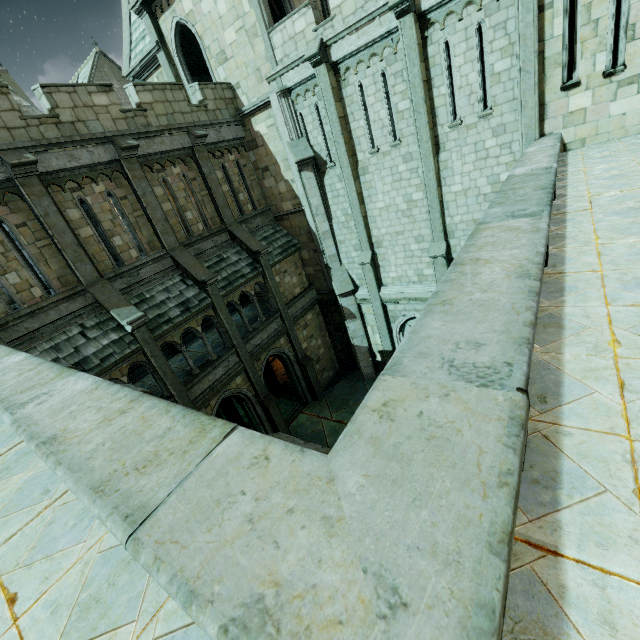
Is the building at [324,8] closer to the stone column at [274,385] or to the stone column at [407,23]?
the stone column at [274,385]

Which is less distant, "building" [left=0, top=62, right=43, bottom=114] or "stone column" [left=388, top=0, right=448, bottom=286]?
"stone column" [left=388, top=0, right=448, bottom=286]

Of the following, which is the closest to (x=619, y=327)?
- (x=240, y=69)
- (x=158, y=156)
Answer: (x=158, y=156)

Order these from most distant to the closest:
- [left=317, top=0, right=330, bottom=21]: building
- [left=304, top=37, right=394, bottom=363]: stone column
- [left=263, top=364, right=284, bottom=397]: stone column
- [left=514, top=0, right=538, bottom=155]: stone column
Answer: [left=263, top=364, right=284, bottom=397]: stone column → [left=317, top=0, right=330, bottom=21]: building → [left=304, top=37, right=394, bottom=363]: stone column → [left=514, top=0, right=538, bottom=155]: stone column

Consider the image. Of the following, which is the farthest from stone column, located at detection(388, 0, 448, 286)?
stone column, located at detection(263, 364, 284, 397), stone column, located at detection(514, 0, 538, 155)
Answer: stone column, located at detection(263, 364, 284, 397)

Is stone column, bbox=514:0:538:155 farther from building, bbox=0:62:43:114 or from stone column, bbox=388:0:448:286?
building, bbox=0:62:43:114

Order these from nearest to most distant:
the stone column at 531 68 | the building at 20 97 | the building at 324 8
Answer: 1. the stone column at 531 68
2. the building at 324 8
3. the building at 20 97

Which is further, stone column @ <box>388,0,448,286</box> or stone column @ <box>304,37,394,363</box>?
stone column @ <box>304,37,394,363</box>
